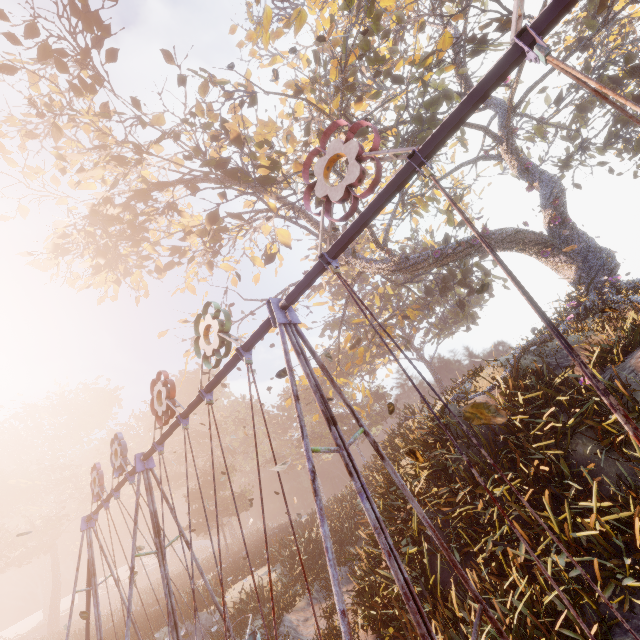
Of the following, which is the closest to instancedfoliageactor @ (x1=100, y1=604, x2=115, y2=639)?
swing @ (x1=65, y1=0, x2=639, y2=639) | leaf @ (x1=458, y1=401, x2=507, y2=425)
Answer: swing @ (x1=65, y1=0, x2=639, y2=639)

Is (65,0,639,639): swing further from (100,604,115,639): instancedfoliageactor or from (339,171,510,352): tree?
(100,604,115,639): instancedfoliageactor

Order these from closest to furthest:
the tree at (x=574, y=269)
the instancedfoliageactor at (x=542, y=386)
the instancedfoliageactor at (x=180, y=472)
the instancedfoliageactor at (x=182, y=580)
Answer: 1. the instancedfoliageactor at (x=542, y=386)
2. the tree at (x=574, y=269)
3. the instancedfoliageactor at (x=182, y=580)
4. the instancedfoliageactor at (x=180, y=472)

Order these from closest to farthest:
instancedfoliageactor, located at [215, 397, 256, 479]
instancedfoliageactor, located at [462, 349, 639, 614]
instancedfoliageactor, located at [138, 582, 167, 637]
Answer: instancedfoliageactor, located at [462, 349, 639, 614]
instancedfoliageactor, located at [138, 582, 167, 637]
instancedfoliageactor, located at [215, 397, 256, 479]

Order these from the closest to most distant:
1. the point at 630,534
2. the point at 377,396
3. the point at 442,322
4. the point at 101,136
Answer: the point at 630,534 < the point at 101,136 < the point at 442,322 < the point at 377,396

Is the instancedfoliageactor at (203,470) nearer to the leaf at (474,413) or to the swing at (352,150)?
the swing at (352,150)

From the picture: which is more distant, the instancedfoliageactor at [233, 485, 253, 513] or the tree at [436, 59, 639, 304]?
the instancedfoliageactor at [233, 485, 253, 513]
